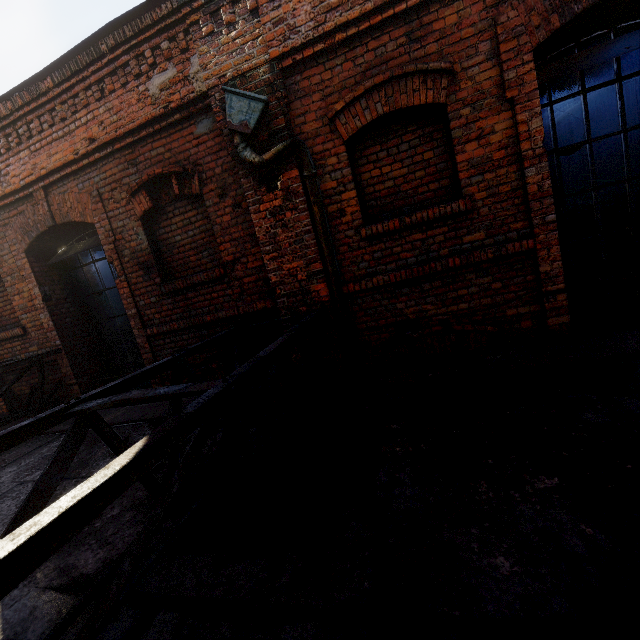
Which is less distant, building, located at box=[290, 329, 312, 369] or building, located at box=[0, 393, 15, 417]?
building, located at box=[290, 329, 312, 369]

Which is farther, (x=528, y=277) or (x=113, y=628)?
(x=528, y=277)

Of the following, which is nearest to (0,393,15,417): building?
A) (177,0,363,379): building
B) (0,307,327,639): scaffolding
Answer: (0,307,327,639): scaffolding

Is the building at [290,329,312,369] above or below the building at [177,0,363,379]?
below

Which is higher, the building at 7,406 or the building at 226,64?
the building at 226,64

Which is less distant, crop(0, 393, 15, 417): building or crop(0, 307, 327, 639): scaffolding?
crop(0, 307, 327, 639): scaffolding

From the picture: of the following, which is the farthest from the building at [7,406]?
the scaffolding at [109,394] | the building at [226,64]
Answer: the building at [226,64]

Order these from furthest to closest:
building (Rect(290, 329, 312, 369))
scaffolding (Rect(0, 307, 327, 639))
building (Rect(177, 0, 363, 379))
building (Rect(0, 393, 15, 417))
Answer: building (Rect(0, 393, 15, 417)) → building (Rect(290, 329, 312, 369)) → building (Rect(177, 0, 363, 379)) → scaffolding (Rect(0, 307, 327, 639))
